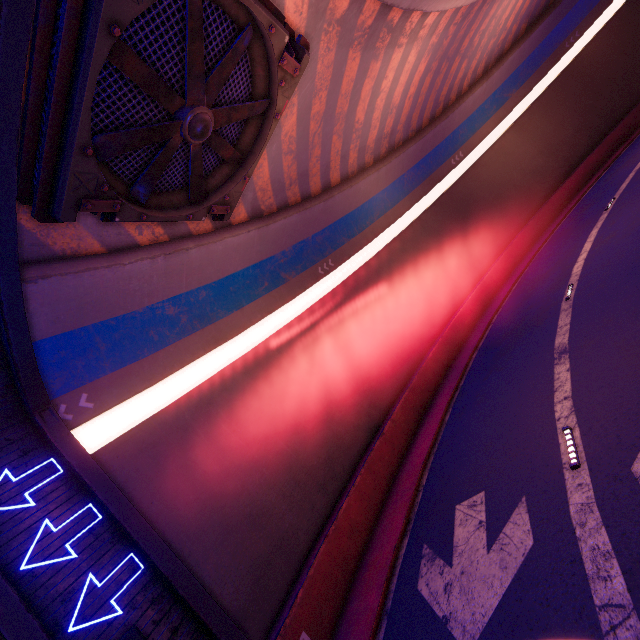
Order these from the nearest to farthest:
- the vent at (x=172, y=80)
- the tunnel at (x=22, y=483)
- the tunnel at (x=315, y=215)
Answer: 1. the vent at (x=172, y=80)
2. the tunnel at (x=315, y=215)
3. the tunnel at (x=22, y=483)

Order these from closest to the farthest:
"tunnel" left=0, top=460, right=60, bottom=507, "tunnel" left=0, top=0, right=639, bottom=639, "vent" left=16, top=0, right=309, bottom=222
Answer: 1. "vent" left=16, top=0, right=309, bottom=222
2. "tunnel" left=0, top=0, right=639, bottom=639
3. "tunnel" left=0, top=460, right=60, bottom=507

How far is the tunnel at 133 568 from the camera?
6.1m

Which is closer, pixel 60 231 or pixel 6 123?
pixel 6 123

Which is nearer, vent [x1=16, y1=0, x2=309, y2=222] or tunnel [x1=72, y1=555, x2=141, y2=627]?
vent [x1=16, y1=0, x2=309, y2=222]

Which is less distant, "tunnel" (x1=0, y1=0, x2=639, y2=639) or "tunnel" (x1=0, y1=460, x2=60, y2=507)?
"tunnel" (x1=0, y1=0, x2=639, y2=639)

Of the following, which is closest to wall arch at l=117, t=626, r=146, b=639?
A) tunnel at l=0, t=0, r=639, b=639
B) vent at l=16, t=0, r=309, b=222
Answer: tunnel at l=0, t=0, r=639, b=639
